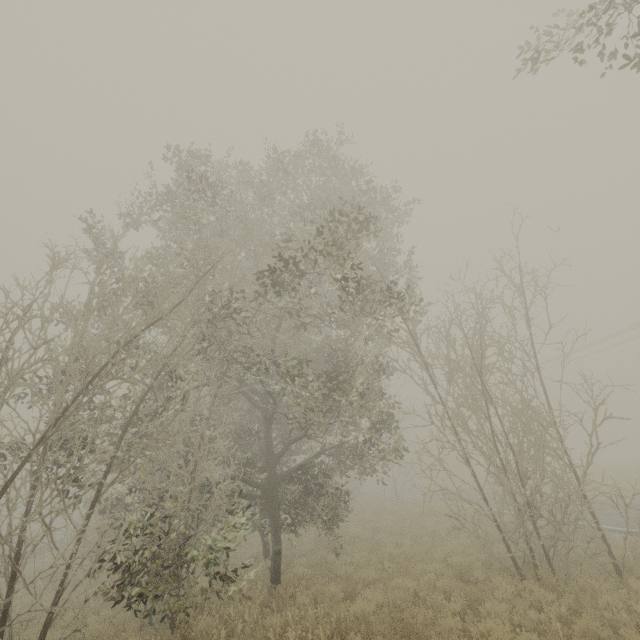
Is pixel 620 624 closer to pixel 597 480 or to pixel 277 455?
pixel 277 455
